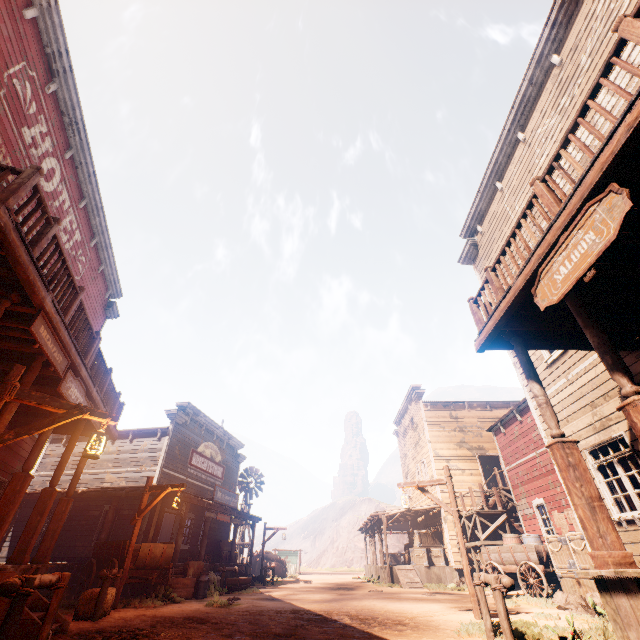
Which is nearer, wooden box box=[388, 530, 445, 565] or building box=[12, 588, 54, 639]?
building box=[12, 588, 54, 639]

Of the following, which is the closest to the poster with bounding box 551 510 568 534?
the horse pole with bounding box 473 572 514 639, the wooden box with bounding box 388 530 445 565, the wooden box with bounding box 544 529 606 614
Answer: the wooden box with bounding box 544 529 606 614

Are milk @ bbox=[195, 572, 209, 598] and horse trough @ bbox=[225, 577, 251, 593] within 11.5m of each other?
yes

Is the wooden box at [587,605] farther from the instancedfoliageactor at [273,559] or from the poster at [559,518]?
the instancedfoliageactor at [273,559]

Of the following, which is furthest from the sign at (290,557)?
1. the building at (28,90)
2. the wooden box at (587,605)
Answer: the wooden box at (587,605)

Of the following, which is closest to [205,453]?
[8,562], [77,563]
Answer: [77,563]

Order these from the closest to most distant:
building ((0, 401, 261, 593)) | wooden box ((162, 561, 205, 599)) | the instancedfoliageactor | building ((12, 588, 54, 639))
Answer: building ((12, 588, 54, 639))
building ((0, 401, 261, 593))
wooden box ((162, 561, 205, 599))
the instancedfoliageactor

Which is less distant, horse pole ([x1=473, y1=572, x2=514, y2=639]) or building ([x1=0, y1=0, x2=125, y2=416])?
horse pole ([x1=473, y1=572, x2=514, y2=639])
